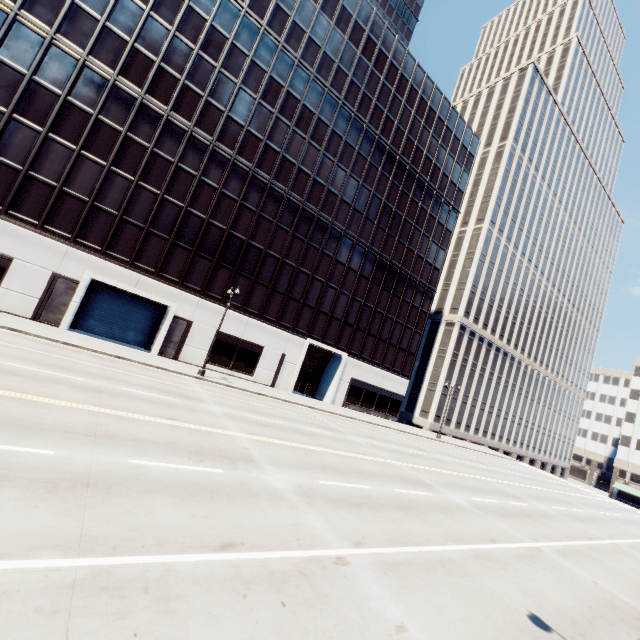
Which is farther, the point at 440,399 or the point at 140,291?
the point at 440,399
